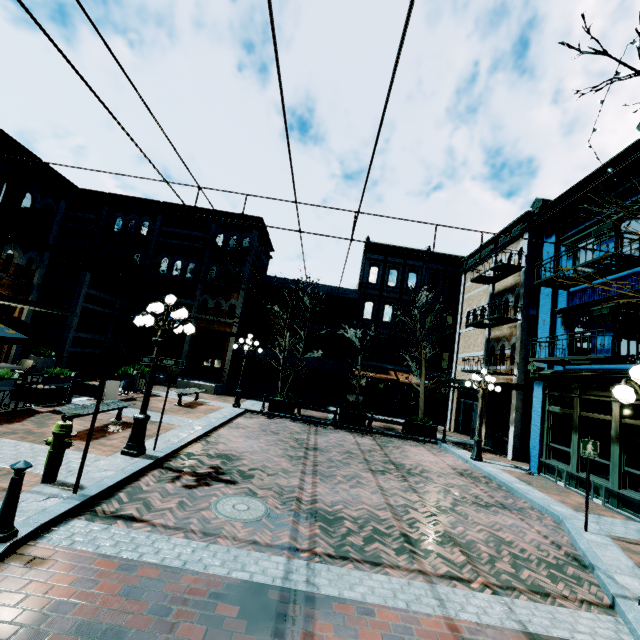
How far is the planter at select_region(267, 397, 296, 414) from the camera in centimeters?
1622cm

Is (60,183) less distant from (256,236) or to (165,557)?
(256,236)

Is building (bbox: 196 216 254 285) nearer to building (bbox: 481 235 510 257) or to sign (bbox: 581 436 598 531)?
building (bbox: 481 235 510 257)

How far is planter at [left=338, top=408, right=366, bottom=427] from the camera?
16.14m

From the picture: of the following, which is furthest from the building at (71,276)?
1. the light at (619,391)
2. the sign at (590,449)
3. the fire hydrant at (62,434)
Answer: the light at (619,391)

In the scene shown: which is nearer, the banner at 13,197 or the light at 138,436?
the light at 138,436

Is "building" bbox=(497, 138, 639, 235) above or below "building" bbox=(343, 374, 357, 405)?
above

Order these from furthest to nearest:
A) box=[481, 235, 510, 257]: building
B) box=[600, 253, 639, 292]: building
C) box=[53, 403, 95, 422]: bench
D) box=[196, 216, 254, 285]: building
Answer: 1. box=[196, 216, 254, 285]: building
2. box=[481, 235, 510, 257]: building
3. box=[600, 253, 639, 292]: building
4. box=[53, 403, 95, 422]: bench
